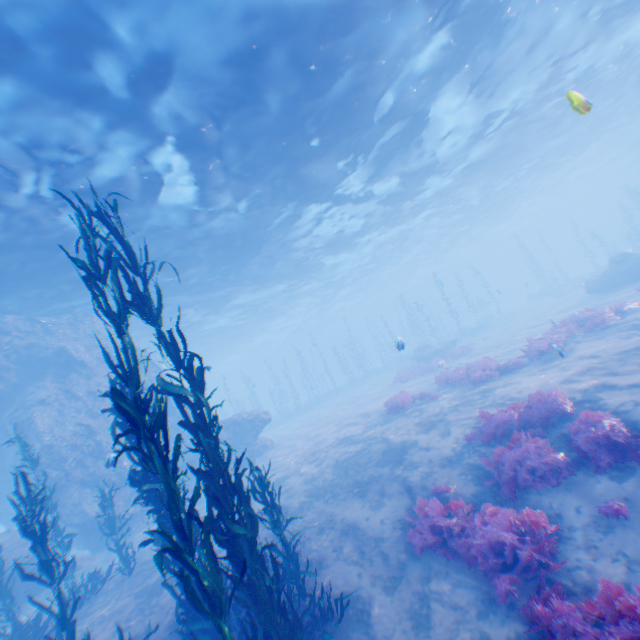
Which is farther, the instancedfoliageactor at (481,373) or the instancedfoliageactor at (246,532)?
the instancedfoliageactor at (481,373)

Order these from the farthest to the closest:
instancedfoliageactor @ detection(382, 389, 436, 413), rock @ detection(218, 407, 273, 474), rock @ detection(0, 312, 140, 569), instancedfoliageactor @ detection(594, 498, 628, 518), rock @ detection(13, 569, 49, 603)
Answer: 1. rock @ detection(218, 407, 273, 474)
2. instancedfoliageactor @ detection(382, 389, 436, 413)
3. rock @ detection(0, 312, 140, 569)
4. rock @ detection(13, 569, 49, 603)
5. instancedfoliageactor @ detection(594, 498, 628, 518)

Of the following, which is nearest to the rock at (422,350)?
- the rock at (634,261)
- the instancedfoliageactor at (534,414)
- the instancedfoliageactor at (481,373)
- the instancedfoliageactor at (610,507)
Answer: the rock at (634,261)

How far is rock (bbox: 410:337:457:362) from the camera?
27.5m

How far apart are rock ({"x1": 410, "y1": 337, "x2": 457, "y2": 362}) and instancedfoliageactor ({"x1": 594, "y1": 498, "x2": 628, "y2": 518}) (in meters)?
21.96

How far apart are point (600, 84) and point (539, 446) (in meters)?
26.98

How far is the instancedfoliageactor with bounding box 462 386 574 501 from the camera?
6.80m

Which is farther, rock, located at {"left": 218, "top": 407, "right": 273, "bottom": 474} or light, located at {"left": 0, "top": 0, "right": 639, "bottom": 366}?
rock, located at {"left": 218, "top": 407, "right": 273, "bottom": 474}
